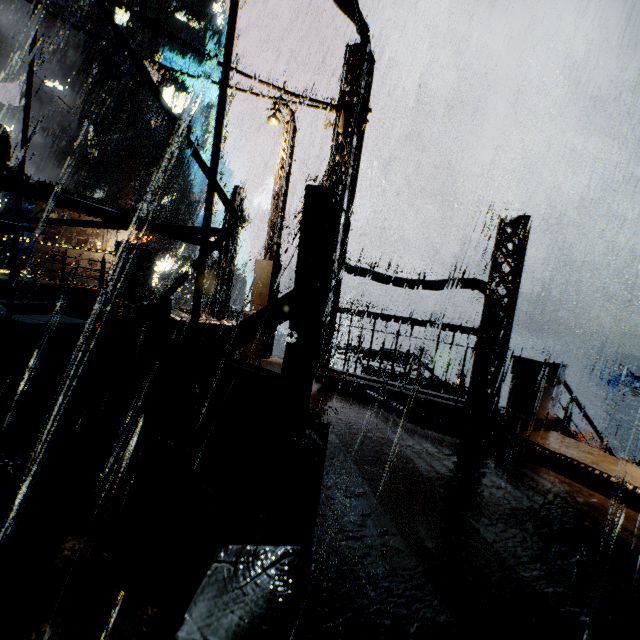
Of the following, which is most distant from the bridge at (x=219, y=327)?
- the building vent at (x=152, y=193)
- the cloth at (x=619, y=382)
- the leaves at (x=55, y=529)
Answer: the building vent at (x=152, y=193)

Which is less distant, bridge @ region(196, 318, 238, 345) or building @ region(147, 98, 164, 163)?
bridge @ region(196, 318, 238, 345)

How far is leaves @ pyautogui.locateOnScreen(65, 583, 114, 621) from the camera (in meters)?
2.29

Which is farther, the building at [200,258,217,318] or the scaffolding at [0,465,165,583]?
the building at [200,258,217,318]

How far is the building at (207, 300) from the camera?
18.37m

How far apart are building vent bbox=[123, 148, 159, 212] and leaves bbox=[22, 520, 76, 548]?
58.78m

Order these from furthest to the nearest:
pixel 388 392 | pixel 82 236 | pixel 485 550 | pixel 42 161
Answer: pixel 42 161 → pixel 82 236 → pixel 388 392 → pixel 485 550

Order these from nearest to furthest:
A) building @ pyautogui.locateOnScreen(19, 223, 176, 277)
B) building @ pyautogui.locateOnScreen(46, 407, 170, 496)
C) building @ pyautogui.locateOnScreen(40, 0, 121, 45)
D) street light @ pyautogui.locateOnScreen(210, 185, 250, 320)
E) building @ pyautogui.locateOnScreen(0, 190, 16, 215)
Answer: building @ pyautogui.locateOnScreen(46, 407, 170, 496)
street light @ pyautogui.locateOnScreen(210, 185, 250, 320)
building @ pyautogui.locateOnScreen(0, 190, 16, 215)
building @ pyautogui.locateOnScreen(19, 223, 176, 277)
building @ pyautogui.locateOnScreen(40, 0, 121, 45)
